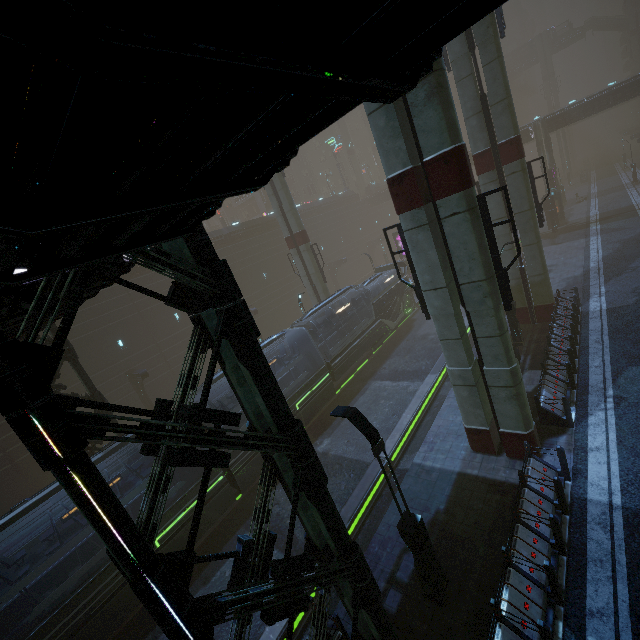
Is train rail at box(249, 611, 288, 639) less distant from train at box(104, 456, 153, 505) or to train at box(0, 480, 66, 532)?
train at box(104, 456, 153, 505)

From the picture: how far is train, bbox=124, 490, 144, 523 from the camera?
13.02m

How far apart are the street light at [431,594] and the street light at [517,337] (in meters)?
12.70

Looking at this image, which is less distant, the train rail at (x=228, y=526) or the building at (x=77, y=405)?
the building at (x=77, y=405)

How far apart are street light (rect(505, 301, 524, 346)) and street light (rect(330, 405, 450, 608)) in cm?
1270

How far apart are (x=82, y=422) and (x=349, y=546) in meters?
5.3

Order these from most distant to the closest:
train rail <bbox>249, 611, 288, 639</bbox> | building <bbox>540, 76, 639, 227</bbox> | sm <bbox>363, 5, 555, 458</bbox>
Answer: A: building <bbox>540, 76, 639, 227</bbox> < train rail <bbox>249, 611, 288, 639</bbox> < sm <bbox>363, 5, 555, 458</bbox>

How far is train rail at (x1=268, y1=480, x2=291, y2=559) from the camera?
12.6m
